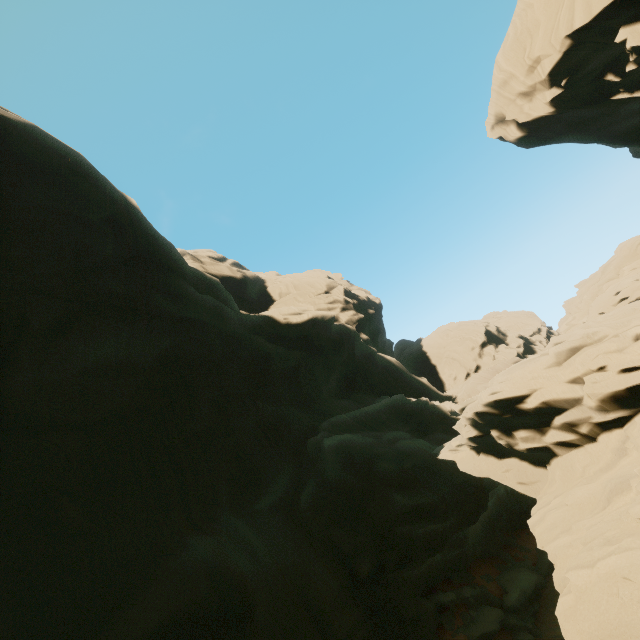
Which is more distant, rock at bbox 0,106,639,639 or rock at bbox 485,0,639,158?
rock at bbox 485,0,639,158

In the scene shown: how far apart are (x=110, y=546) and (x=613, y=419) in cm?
1543

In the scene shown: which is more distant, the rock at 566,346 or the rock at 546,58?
the rock at 546,58
